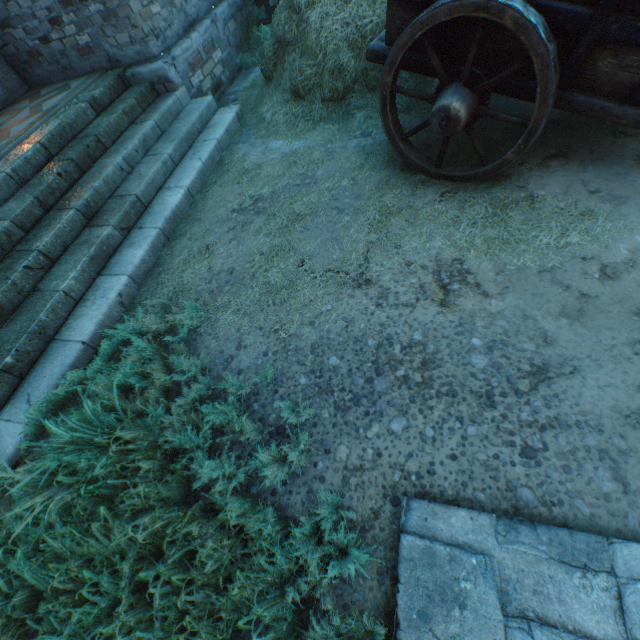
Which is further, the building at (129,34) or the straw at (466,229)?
the building at (129,34)

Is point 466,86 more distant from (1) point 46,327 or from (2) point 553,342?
(1) point 46,327

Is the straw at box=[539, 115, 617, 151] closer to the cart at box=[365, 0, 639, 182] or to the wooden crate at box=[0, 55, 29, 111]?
the cart at box=[365, 0, 639, 182]

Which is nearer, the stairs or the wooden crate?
the stairs

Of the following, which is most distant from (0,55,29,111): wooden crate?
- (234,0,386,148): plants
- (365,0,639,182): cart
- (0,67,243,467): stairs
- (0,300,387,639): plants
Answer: (365,0,639,182): cart

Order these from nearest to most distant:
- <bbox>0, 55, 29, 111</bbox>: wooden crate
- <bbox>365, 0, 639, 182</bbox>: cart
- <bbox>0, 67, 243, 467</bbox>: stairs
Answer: <bbox>365, 0, 639, 182</bbox>: cart
<bbox>0, 67, 243, 467</bbox>: stairs
<bbox>0, 55, 29, 111</bbox>: wooden crate

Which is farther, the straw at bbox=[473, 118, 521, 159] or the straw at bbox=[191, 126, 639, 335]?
the straw at bbox=[473, 118, 521, 159]

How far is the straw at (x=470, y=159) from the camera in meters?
3.3 m
